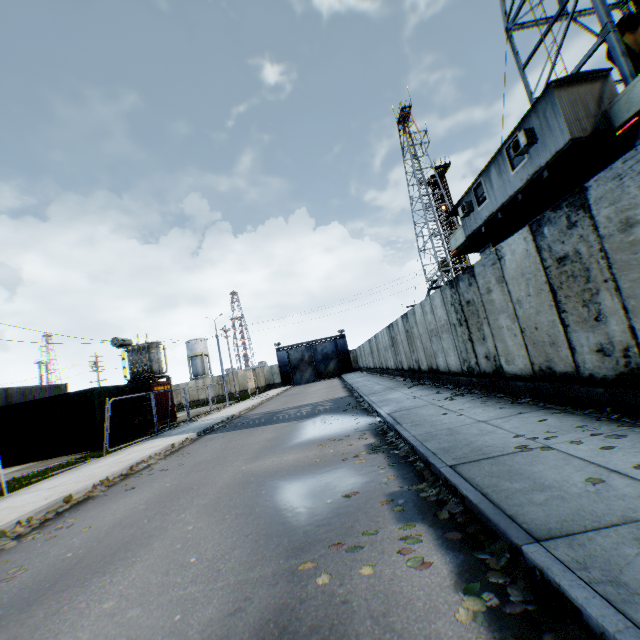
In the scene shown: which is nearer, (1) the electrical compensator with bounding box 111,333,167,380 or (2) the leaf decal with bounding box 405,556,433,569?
(2) the leaf decal with bounding box 405,556,433,569

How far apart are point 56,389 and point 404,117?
57.9m

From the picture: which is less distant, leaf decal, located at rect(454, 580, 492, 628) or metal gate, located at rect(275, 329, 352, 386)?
leaf decal, located at rect(454, 580, 492, 628)

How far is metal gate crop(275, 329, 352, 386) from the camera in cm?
4912

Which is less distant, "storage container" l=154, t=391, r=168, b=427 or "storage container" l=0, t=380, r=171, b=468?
"storage container" l=0, t=380, r=171, b=468

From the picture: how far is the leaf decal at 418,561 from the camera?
2.74m

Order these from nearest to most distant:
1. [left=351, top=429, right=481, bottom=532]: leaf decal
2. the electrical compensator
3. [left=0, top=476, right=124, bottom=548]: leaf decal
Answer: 1. [left=351, top=429, right=481, bottom=532]: leaf decal
2. [left=0, top=476, right=124, bottom=548]: leaf decal
3. the electrical compensator

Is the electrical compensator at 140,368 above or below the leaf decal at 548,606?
above
